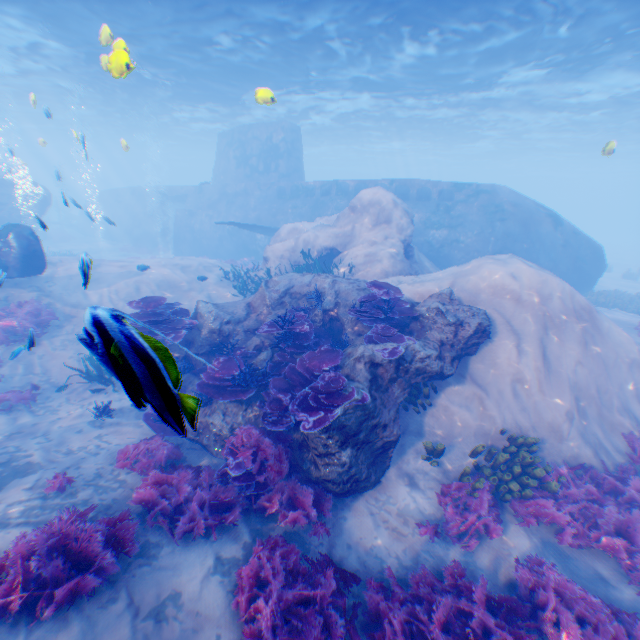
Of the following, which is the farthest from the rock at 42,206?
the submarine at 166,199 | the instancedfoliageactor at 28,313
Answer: the instancedfoliageactor at 28,313

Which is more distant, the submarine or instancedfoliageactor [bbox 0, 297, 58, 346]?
the submarine

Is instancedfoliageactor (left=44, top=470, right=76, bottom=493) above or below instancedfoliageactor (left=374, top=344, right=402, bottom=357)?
below

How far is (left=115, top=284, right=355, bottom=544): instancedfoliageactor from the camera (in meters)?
5.32

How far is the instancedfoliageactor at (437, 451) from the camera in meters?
6.8

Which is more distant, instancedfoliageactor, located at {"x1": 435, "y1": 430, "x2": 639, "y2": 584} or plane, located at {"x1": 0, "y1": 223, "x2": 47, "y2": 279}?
plane, located at {"x1": 0, "y1": 223, "x2": 47, "y2": 279}

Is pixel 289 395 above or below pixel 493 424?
above

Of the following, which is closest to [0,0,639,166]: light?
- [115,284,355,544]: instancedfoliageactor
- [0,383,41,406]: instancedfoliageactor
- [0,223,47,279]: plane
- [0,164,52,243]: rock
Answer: [0,164,52,243]: rock
